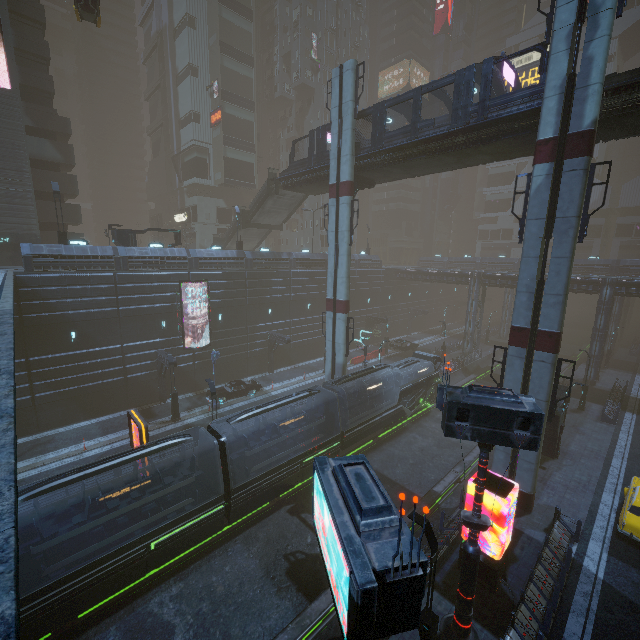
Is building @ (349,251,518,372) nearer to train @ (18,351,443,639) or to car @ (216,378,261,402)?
car @ (216,378,261,402)

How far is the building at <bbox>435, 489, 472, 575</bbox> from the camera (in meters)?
14.33

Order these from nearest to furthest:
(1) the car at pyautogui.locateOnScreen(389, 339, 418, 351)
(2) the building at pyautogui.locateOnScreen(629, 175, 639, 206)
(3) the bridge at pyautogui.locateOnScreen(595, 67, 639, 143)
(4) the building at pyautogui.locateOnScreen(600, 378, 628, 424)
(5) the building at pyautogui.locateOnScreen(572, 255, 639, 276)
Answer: (3) the bridge at pyautogui.locateOnScreen(595, 67, 639, 143) < (4) the building at pyautogui.locateOnScreen(600, 378, 628, 424) < (5) the building at pyautogui.locateOnScreen(572, 255, 639, 276) < (1) the car at pyautogui.locateOnScreen(389, 339, 418, 351) < (2) the building at pyautogui.locateOnScreen(629, 175, 639, 206)

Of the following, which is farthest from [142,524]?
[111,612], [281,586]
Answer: [281,586]

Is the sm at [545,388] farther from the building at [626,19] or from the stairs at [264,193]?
the stairs at [264,193]

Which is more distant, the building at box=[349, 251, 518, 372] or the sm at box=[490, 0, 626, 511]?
the building at box=[349, 251, 518, 372]

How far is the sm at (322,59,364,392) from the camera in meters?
23.1

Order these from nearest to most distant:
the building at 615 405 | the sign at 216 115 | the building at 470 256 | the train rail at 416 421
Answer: the train rail at 416 421 → the building at 615 405 → the sign at 216 115 → the building at 470 256
